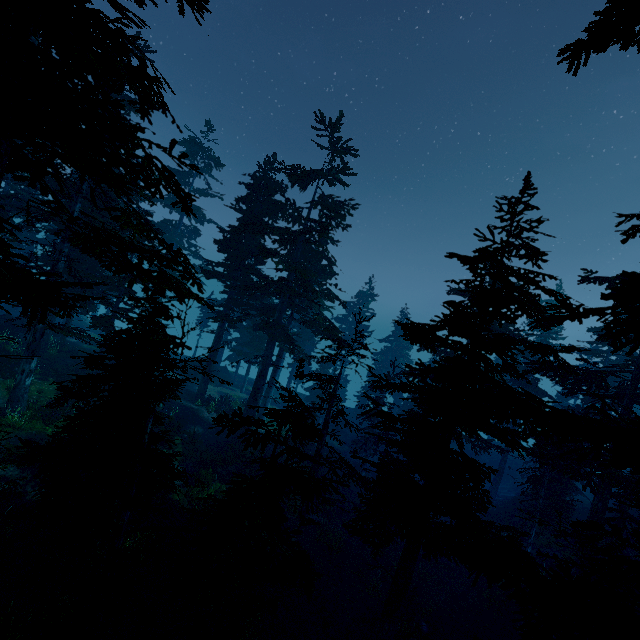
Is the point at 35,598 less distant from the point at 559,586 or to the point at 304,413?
the point at 304,413

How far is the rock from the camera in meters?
26.5 m

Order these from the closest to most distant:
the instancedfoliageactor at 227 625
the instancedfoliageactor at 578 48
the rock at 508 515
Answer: the instancedfoliageactor at 578 48 → the instancedfoliageactor at 227 625 → the rock at 508 515

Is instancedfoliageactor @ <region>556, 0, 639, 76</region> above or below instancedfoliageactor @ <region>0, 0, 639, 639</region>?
above

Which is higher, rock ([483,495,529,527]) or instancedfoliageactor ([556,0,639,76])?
instancedfoliageactor ([556,0,639,76])

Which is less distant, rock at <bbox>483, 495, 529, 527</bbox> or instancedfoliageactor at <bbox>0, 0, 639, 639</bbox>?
instancedfoliageactor at <bbox>0, 0, 639, 639</bbox>

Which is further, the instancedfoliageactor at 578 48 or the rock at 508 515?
the rock at 508 515

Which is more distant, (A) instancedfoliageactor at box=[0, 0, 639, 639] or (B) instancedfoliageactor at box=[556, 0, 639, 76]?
(A) instancedfoliageactor at box=[0, 0, 639, 639]
